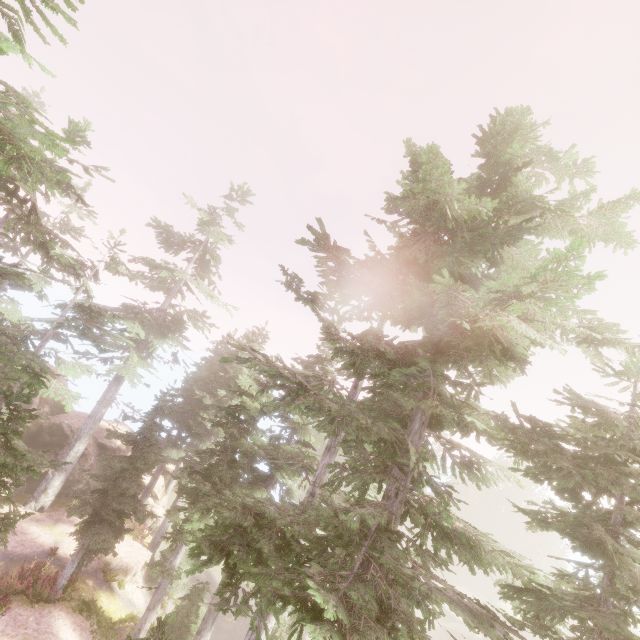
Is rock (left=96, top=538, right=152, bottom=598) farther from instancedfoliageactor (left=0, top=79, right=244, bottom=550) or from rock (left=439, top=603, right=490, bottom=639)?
rock (left=439, top=603, right=490, bottom=639)

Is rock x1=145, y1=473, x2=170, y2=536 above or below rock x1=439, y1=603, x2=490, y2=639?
above

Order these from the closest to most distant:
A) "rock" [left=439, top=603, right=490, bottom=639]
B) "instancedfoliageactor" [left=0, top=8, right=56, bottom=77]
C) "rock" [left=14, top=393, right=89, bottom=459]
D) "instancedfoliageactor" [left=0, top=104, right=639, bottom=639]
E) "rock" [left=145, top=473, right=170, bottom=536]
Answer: "instancedfoliageactor" [left=0, top=8, right=56, bottom=77] < "instancedfoliageactor" [left=0, top=104, right=639, bottom=639] < "rock" [left=14, top=393, right=89, bottom=459] < "rock" [left=145, top=473, right=170, bottom=536] < "rock" [left=439, top=603, right=490, bottom=639]

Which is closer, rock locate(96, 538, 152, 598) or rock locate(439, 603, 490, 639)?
rock locate(96, 538, 152, 598)

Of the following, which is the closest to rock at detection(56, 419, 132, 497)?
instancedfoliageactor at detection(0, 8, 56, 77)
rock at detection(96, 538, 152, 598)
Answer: instancedfoliageactor at detection(0, 8, 56, 77)

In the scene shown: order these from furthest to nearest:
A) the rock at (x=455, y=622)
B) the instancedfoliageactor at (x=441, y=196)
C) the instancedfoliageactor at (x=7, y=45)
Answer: the rock at (x=455, y=622), the instancedfoliageactor at (x=441, y=196), the instancedfoliageactor at (x=7, y=45)

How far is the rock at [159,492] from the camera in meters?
25.6

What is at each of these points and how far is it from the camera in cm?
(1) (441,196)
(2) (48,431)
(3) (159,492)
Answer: (1) instancedfoliageactor, 741
(2) rock, 2388
(3) rock, 2820
